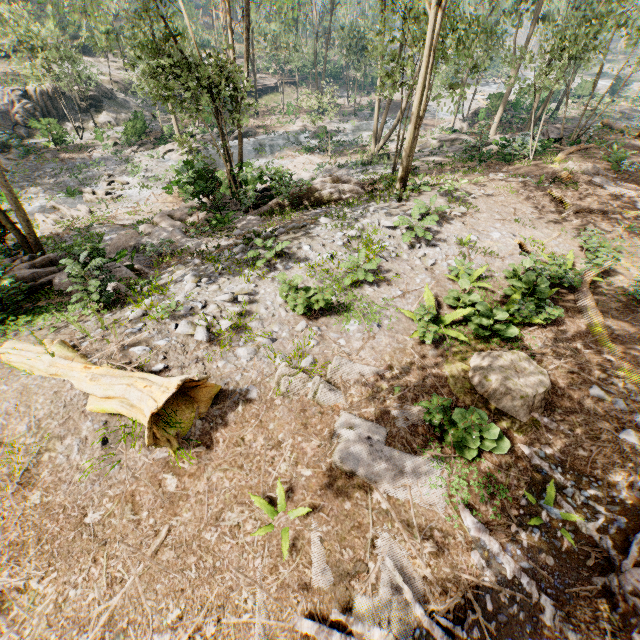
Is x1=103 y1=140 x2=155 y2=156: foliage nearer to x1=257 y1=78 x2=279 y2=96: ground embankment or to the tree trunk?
x1=257 y1=78 x2=279 y2=96: ground embankment

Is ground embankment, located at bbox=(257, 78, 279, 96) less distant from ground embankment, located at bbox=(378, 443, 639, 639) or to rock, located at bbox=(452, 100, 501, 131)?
rock, located at bbox=(452, 100, 501, 131)

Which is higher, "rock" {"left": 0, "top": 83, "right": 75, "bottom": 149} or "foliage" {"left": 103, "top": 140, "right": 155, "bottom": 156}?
"rock" {"left": 0, "top": 83, "right": 75, "bottom": 149}

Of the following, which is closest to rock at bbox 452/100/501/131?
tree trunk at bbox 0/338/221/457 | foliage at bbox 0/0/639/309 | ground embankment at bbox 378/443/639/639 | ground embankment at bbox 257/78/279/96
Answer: foliage at bbox 0/0/639/309

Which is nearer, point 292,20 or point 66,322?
point 66,322

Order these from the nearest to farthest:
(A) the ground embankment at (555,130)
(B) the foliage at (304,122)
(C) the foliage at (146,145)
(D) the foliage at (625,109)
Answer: (A) the ground embankment at (555,130), (B) the foliage at (304,122), (C) the foliage at (146,145), (D) the foliage at (625,109)

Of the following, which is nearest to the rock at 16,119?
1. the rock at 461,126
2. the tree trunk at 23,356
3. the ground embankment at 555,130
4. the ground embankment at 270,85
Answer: the ground embankment at 270,85

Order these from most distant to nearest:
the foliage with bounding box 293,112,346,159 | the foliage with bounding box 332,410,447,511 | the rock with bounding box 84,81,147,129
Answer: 1. the rock with bounding box 84,81,147,129
2. the foliage with bounding box 293,112,346,159
3. the foliage with bounding box 332,410,447,511
